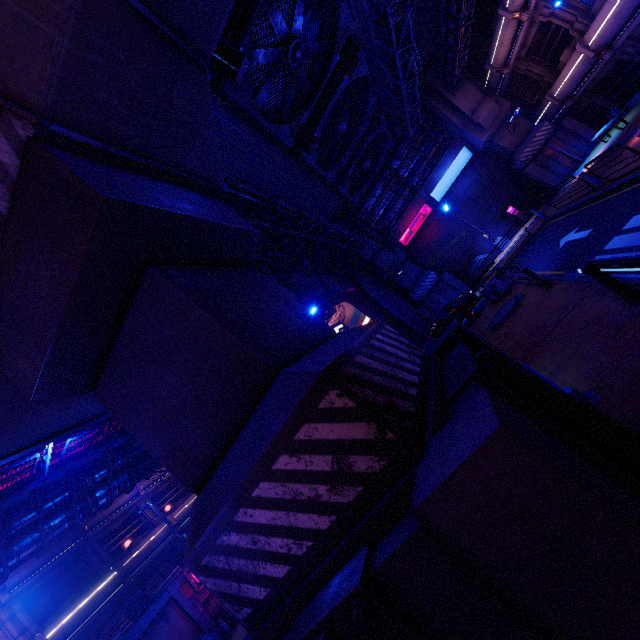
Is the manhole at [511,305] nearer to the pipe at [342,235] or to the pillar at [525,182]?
the pipe at [342,235]

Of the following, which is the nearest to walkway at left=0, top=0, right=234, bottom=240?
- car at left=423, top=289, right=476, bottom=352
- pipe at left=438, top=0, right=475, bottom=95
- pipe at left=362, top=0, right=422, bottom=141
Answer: pipe at left=362, top=0, right=422, bottom=141

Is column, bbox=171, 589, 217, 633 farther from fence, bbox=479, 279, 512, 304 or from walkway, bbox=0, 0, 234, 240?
fence, bbox=479, 279, 512, 304

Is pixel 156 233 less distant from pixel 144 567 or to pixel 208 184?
pixel 208 184

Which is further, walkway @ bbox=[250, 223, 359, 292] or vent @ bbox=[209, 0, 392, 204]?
walkway @ bbox=[250, 223, 359, 292]

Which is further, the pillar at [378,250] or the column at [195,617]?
the pillar at [378,250]

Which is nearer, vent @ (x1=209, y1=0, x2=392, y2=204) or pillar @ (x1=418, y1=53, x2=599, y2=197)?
vent @ (x1=209, y1=0, x2=392, y2=204)

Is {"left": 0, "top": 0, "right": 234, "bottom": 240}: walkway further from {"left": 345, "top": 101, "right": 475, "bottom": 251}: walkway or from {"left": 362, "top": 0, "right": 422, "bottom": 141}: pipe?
{"left": 345, "top": 101, "right": 475, "bottom": 251}: walkway
